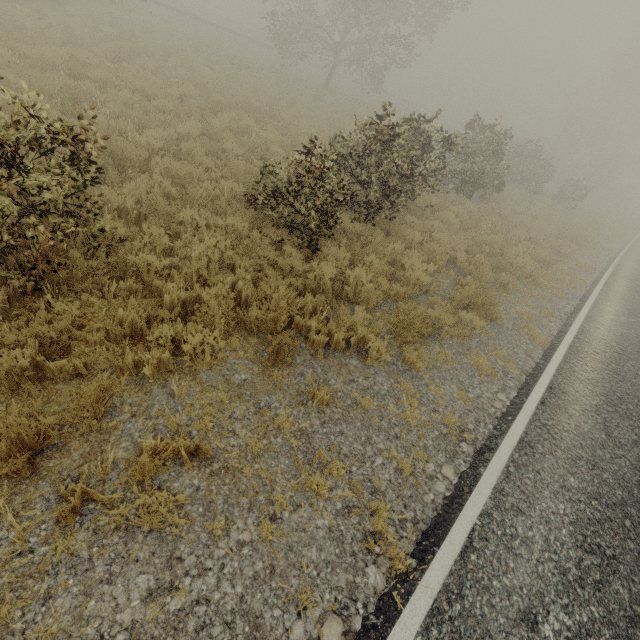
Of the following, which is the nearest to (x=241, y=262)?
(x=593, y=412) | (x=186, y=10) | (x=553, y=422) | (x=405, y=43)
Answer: (x=553, y=422)
